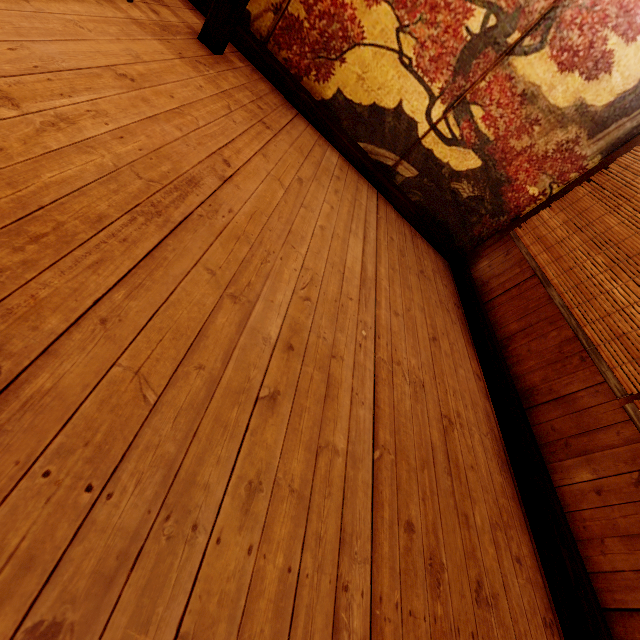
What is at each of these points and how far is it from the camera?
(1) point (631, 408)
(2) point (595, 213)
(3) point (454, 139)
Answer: (1) blind, 2.76m
(2) blind, 4.20m
(3) building, 4.73m

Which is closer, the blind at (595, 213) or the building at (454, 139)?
the building at (454, 139)

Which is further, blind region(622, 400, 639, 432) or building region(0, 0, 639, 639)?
blind region(622, 400, 639, 432)
